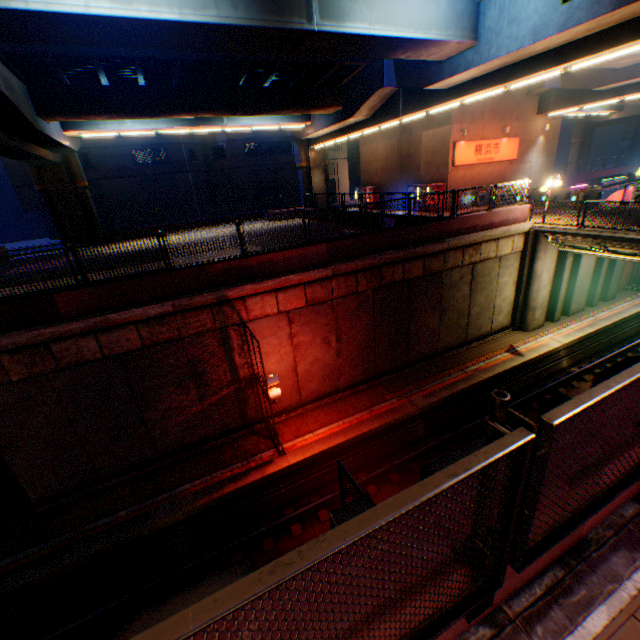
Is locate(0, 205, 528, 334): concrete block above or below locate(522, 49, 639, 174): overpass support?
below

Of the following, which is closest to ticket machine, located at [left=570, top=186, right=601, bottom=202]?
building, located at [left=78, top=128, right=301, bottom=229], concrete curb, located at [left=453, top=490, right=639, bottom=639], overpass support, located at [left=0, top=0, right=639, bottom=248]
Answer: overpass support, located at [left=0, top=0, right=639, bottom=248]

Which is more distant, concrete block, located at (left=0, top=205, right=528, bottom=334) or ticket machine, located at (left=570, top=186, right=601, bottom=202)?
ticket machine, located at (left=570, top=186, right=601, bottom=202)

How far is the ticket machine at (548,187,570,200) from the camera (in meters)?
20.30

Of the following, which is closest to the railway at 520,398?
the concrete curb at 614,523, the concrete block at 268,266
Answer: the concrete curb at 614,523

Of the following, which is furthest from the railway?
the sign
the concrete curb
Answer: the sign

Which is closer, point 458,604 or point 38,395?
point 458,604

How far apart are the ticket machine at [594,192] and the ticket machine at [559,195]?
1.2 meters
